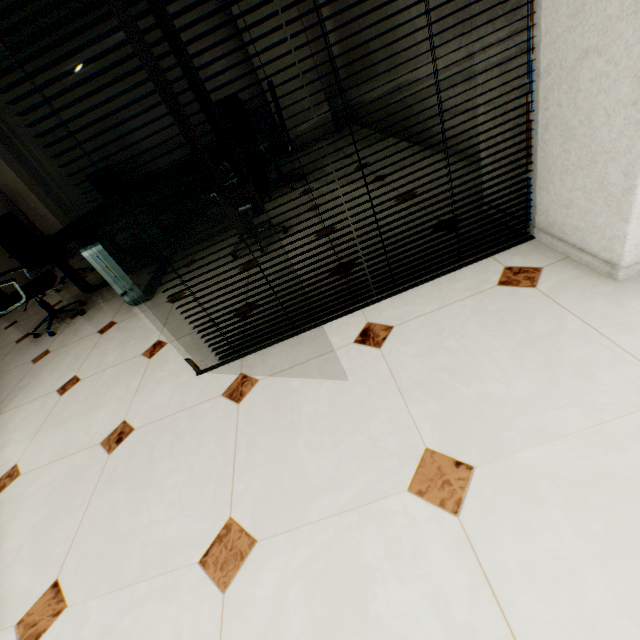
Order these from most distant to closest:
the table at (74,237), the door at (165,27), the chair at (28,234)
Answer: the chair at (28,234)
the table at (74,237)
the door at (165,27)

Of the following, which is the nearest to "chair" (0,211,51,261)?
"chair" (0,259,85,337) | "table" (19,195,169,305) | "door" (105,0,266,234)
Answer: "table" (19,195,169,305)

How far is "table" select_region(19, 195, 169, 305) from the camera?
2.8m

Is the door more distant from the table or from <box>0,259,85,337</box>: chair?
<box>0,259,85,337</box>: chair

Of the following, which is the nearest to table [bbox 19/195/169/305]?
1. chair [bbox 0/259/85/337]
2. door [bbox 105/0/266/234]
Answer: chair [bbox 0/259/85/337]

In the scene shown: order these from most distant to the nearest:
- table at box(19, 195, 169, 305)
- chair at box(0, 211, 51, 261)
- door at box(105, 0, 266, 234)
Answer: chair at box(0, 211, 51, 261) → table at box(19, 195, 169, 305) → door at box(105, 0, 266, 234)

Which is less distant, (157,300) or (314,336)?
(314,336)

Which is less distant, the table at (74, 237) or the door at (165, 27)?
the door at (165, 27)
